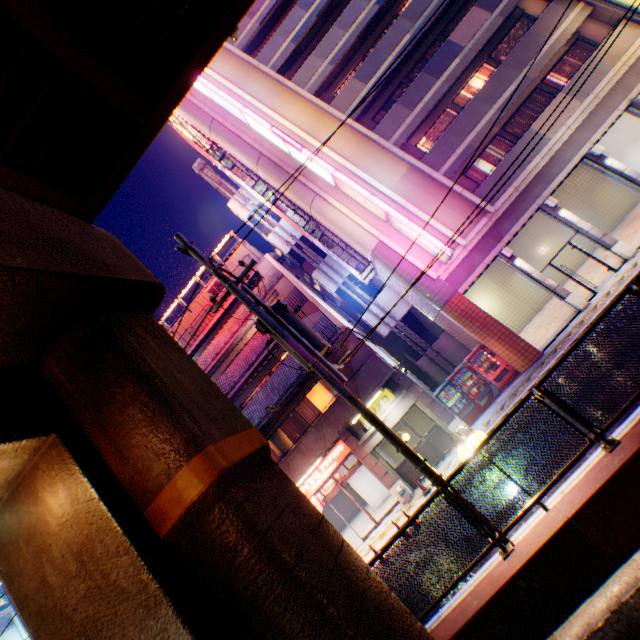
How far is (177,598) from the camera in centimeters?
300cm

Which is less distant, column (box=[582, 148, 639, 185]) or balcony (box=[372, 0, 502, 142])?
column (box=[582, 148, 639, 185])

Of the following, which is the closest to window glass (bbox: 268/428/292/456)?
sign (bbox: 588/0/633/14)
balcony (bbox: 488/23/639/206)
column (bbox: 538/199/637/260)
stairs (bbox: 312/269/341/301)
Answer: stairs (bbox: 312/269/341/301)

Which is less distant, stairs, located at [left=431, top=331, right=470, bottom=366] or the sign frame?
the sign frame

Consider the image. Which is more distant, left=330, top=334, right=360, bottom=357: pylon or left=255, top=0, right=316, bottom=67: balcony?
left=255, top=0, right=316, bottom=67: balcony

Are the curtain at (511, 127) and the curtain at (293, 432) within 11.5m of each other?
no

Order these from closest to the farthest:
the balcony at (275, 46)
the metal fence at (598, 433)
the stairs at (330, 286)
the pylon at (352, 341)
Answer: the metal fence at (598, 433) < the pylon at (352, 341) < the balcony at (275, 46) < the stairs at (330, 286)

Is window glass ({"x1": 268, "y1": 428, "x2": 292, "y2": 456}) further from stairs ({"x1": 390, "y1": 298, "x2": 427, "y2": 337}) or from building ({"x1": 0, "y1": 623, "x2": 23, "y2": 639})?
building ({"x1": 0, "y1": 623, "x2": 23, "y2": 639})
